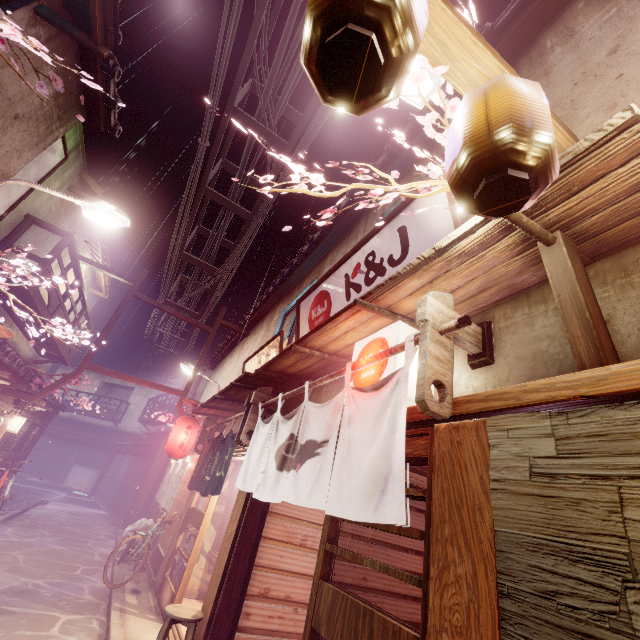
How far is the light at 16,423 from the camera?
16.17m

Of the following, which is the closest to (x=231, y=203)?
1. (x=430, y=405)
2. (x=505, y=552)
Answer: (x=430, y=405)

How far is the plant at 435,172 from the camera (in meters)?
3.93

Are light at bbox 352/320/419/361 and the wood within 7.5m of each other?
yes

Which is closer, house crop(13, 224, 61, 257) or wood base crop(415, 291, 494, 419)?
wood base crop(415, 291, 494, 419)

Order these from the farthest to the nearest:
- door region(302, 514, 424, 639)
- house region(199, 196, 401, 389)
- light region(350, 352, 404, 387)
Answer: house region(199, 196, 401, 389)
light region(350, 352, 404, 387)
door region(302, 514, 424, 639)

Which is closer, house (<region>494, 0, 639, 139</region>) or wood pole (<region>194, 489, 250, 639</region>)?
house (<region>494, 0, 639, 139</region>)

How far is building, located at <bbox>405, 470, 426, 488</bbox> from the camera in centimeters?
872cm
